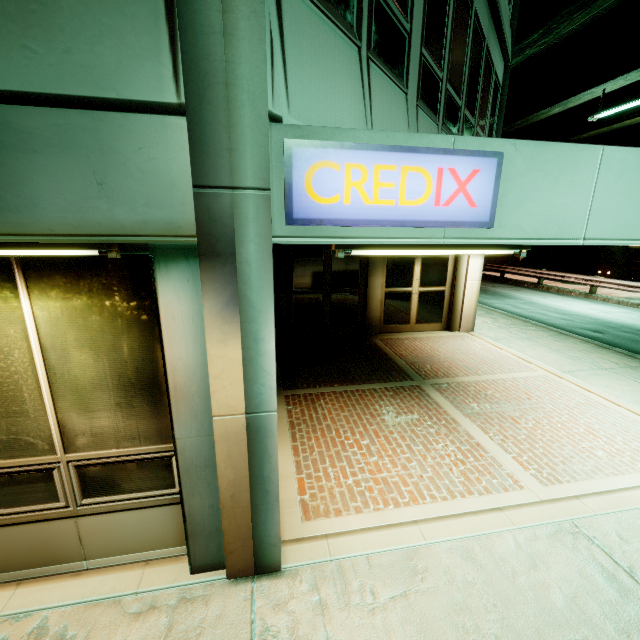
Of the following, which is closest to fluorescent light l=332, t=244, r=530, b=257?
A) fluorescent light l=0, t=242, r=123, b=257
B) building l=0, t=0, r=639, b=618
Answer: building l=0, t=0, r=639, b=618

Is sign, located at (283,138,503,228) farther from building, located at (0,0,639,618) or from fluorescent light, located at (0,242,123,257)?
fluorescent light, located at (0,242,123,257)

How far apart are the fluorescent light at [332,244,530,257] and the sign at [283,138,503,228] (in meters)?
0.15

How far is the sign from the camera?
2.1m

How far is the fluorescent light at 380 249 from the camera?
2.46m

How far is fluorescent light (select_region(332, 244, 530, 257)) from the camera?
2.5 meters

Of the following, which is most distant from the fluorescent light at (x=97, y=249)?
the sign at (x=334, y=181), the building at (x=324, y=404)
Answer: the sign at (x=334, y=181)

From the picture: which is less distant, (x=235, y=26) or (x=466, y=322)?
(x=235, y=26)
